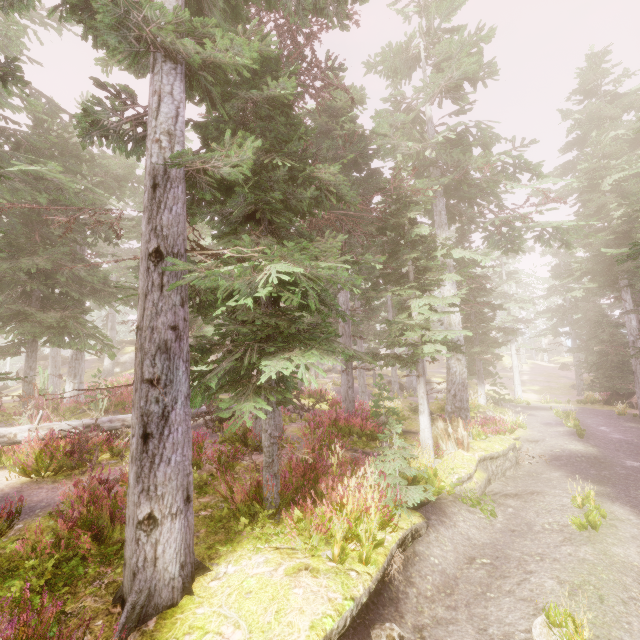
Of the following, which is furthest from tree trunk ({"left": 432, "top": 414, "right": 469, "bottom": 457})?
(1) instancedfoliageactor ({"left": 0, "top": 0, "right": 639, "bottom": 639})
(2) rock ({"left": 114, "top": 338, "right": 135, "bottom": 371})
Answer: (2) rock ({"left": 114, "top": 338, "right": 135, "bottom": 371})

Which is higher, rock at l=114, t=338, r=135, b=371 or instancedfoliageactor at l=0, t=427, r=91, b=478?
rock at l=114, t=338, r=135, b=371

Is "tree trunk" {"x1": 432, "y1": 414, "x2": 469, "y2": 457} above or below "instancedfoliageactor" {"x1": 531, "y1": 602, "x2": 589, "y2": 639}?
above

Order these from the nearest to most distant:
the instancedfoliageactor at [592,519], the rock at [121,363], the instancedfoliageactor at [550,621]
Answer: the instancedfoliageactor at [550,621] → the instancedfoliageactor at [592,519] → the rock at [121,363]

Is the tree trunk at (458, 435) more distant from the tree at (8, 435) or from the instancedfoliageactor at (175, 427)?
the tree at (8, 435)

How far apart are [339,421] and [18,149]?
19.3m
